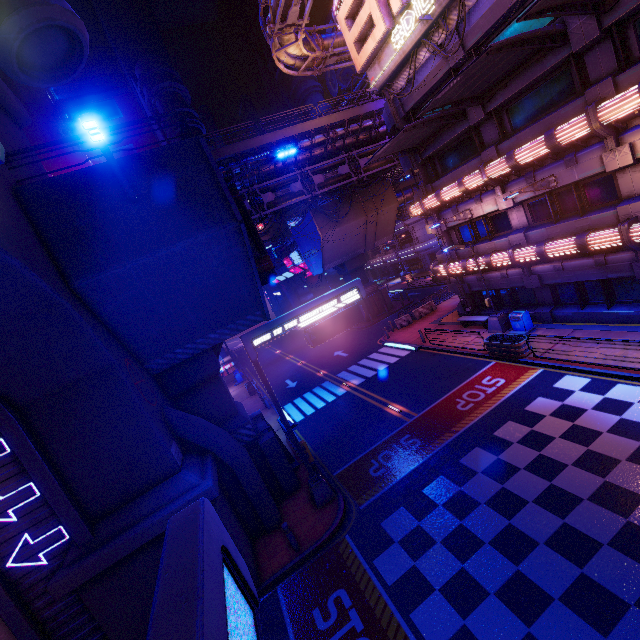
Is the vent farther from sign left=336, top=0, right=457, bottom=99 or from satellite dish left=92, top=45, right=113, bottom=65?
satellite dish left=92, top=45, right=113, bottom=65

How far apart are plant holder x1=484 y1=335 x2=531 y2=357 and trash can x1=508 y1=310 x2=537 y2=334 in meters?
1.2 m

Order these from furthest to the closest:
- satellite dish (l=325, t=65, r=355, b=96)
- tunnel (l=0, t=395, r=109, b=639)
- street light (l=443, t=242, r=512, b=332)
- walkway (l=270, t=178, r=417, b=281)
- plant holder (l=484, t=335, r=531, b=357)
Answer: satellite dish (l=325, t=65, r=355, b=96) → walkway (l=270, t=178, r=417, b=281) → street light (l=443, t=242, r=512, b=332) → plant holder (l=484, t=335, r=531, b=357) → tunnel (l=0, t=395, r=109, b=639)

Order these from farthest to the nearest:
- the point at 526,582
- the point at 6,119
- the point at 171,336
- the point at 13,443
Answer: the point at 171,336, the point at 6,119, the point at 13,443, the point at 526,582

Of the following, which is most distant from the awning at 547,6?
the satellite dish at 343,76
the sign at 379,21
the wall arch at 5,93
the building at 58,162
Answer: the building at 58,162

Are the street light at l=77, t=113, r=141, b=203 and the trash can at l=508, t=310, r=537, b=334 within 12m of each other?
no

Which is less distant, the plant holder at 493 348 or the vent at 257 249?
the vent at 257 249

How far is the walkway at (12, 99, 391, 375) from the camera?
8.59m
